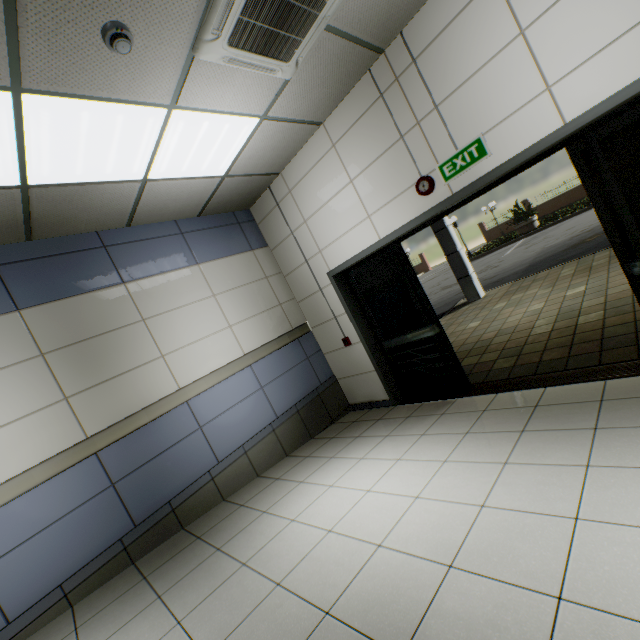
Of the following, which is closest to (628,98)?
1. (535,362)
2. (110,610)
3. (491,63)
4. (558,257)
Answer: (491,63)

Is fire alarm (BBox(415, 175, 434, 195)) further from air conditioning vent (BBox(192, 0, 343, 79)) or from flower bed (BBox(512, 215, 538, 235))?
flower bed (BBox(512, 215, 538, 235))

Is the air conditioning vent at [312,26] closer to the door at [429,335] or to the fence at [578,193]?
the door at [429,335]

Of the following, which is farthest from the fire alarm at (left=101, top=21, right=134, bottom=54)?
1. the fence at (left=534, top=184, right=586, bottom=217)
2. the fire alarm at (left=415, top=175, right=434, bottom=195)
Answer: the fence at (left=534, top=184, right=586, bottom=217)

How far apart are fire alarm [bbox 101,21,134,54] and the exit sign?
2.8 meters

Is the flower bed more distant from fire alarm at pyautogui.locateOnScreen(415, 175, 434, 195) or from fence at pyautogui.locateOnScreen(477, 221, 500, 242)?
fire alarm at pyautogui.locateOnScreen(415, 175, 434, 195)

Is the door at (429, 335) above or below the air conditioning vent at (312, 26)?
below

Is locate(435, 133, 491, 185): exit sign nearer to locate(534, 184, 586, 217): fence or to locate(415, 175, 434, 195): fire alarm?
locate(415, 175, 434, 195): fire alarm
